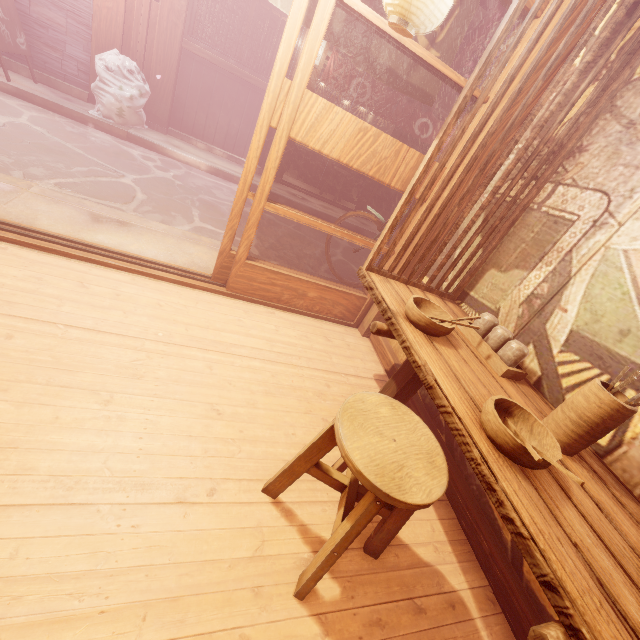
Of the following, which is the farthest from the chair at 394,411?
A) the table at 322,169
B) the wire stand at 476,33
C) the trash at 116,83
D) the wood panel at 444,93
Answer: the table at 322,169

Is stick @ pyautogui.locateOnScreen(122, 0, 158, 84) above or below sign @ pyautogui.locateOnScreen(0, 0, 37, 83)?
above

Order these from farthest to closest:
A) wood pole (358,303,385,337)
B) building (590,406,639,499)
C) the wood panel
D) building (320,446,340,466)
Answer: the wood panel → wood pole (358,303,385,337) → building (320,446,340,466) → building (590,406,639,499)

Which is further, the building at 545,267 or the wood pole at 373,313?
the wood pole at 373,313

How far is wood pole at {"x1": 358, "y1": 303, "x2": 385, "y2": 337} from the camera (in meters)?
5.78

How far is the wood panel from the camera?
12.64m

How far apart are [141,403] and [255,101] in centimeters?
1234cm

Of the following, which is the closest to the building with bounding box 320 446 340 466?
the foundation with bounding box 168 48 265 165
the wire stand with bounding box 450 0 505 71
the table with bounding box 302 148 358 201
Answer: the wire stand with bounding box 450 0 505 71
